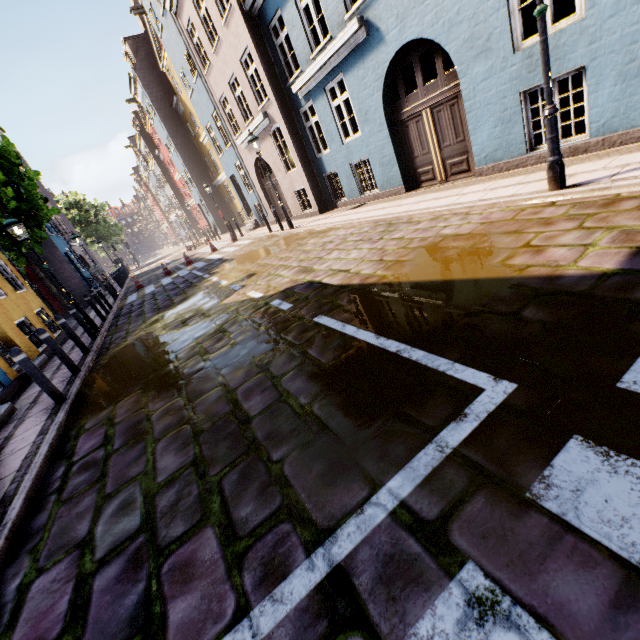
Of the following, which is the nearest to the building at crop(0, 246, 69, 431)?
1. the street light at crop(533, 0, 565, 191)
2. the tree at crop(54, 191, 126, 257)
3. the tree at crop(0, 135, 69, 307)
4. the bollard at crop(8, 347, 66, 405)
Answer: the tree at crop(54, 191, 126, 257)

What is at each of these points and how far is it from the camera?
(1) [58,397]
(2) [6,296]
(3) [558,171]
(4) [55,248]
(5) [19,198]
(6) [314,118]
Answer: (1) bollard, 5.33m
(2) building, 9.98m
(3) street light, 4.66m
(4) building, 19.94m
(5) tree, 12.93m
(6) building, 11.78m

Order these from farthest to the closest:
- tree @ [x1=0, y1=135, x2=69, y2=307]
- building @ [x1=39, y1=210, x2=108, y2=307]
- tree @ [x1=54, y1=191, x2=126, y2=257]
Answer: tree @ [x1=54, y1=191, x2=126, y2=257], building @ [x1=39, y1=210, x2=108, y2=307], tree @ [x1=0, y1=135, x2=69, y2=307]

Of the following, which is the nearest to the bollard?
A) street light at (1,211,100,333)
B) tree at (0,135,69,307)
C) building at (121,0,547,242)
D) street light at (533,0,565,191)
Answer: street light at (1,211,100,333)

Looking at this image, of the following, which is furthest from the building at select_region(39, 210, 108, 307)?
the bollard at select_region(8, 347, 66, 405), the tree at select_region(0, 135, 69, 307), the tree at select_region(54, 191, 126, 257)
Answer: the bollard at select_region(8, 347, 66, 405)

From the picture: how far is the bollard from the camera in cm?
498

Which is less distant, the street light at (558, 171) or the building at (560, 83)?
the street light at (558, 171)

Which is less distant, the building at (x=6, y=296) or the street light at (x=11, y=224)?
the building at (x=6, y=296)
